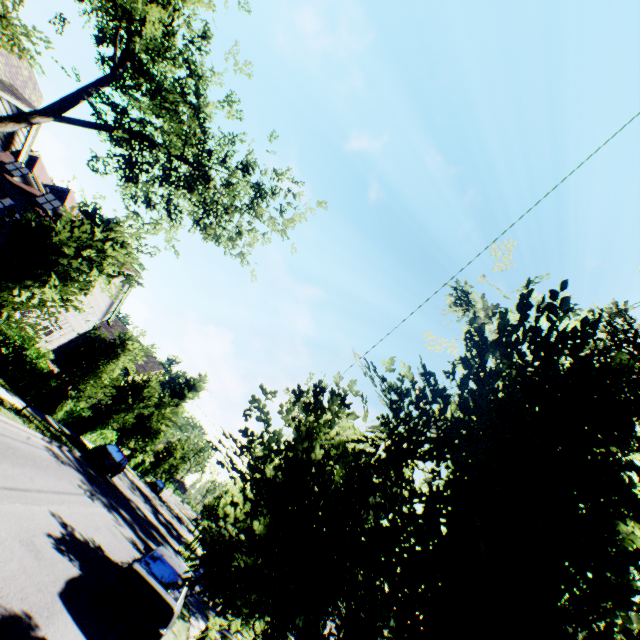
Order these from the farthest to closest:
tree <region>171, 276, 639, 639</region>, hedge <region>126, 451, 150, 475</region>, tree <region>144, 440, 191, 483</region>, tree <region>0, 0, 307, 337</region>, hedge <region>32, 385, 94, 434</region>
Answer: tree <region>144, 440, 191, 483</region>, hedge <region>126, 451, 150, 475</region>, hedge <region>32, 385, 94, 434</region>, tree <region>0, 0, 307, 337</region>, tree <region>171, 276, 639, 639</region>

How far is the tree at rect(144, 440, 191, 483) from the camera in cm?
4281

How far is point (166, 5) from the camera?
12.26m

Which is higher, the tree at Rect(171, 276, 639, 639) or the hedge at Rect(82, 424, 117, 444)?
the tree at Rect(171, 276, 639, 639)

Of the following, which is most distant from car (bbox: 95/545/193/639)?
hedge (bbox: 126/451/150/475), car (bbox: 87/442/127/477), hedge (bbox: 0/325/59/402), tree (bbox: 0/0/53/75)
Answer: hedge (bbox: 126/451/150/475)

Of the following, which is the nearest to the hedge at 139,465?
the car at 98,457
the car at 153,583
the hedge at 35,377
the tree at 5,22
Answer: the tree at 5,22

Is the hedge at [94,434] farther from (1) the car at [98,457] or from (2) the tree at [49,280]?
(1) the car at [98,457]

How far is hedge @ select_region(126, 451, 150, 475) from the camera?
42.1 meters
